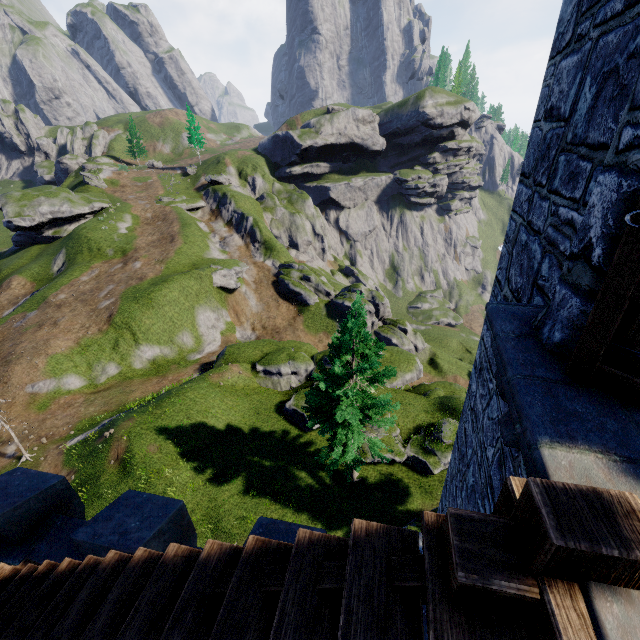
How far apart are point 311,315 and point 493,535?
41.1 meters

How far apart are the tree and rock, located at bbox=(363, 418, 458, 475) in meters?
6.5

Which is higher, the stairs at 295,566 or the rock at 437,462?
the stairs at 295,566

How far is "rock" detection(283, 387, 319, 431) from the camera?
23.8 meters

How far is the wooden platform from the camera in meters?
1.2 m

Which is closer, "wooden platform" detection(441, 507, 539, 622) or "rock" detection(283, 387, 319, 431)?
"wooden platform" detection(441, 507, 539, 622)

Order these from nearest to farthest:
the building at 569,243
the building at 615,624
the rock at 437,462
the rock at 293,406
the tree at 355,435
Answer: the building at 615,624, the building at 569,243, the tree at 355,435, the rock at 437,462, the rock at 293,406

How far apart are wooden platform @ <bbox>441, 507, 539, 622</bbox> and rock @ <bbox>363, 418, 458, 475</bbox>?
21.7m
